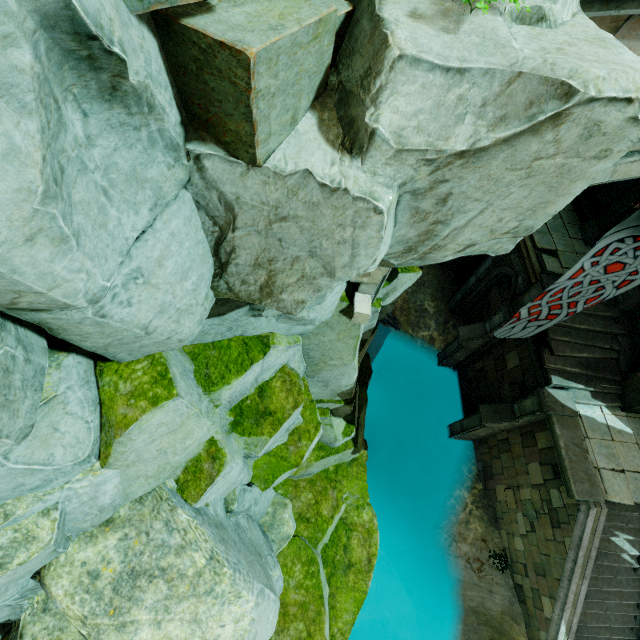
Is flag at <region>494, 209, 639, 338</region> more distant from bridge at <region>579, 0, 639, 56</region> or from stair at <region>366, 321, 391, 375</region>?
stair at <region>366, 321, 391, 375</region>

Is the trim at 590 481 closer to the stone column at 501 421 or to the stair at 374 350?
the stone column at 501 421

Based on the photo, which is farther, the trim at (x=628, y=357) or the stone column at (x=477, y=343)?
the stone column at (x=477, y=343)

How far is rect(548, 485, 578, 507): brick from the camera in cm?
903

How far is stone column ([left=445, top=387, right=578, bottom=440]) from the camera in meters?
9.6

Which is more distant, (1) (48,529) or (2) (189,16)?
(1) (48,529)

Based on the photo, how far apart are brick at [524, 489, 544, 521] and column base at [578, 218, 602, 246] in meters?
8.9 m

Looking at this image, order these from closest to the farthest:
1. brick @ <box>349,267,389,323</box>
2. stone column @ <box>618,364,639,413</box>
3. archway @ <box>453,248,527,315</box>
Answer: brick @ <box>349,267,389,323</box> < stone column @ <box>618,364,639,413</box> < archway @ <box>453,248,527,315</box>
